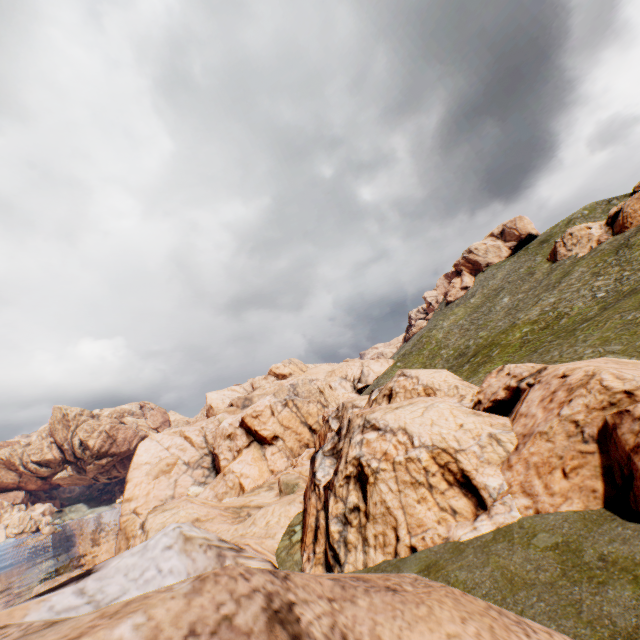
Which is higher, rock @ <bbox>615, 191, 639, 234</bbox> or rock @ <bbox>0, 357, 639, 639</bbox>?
rock @ <bbox>615, 191, 639, 234</bbox>

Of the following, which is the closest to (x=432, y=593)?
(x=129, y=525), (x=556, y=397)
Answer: (x=556, y=397)

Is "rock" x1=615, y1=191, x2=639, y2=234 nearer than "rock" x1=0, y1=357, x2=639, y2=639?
No

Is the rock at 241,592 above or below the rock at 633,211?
below

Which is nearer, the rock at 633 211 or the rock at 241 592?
the rock at 241 592
